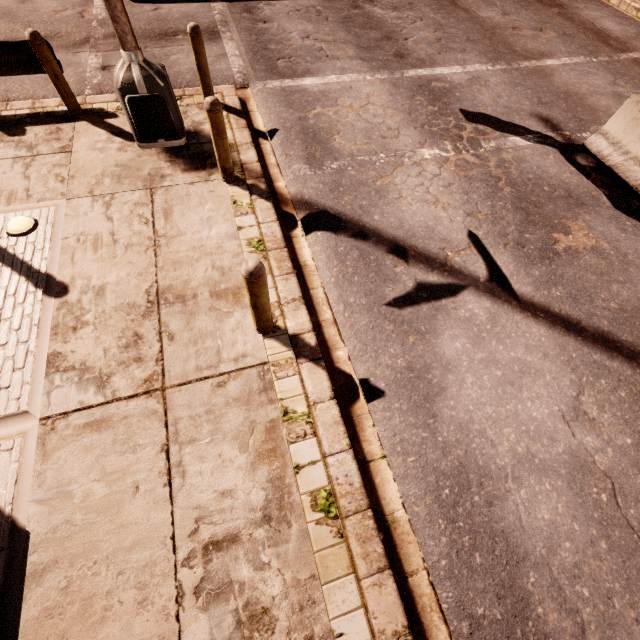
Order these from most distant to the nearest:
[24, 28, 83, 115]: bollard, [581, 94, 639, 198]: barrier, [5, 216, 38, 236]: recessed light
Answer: [581, 94, 639, 198]: barrier < [24, 28, 83, 115]: bollard < [5, 216, 38, 236]: recessed light

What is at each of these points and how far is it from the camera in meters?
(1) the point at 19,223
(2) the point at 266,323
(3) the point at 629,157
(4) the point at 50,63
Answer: (1) recessed light, 4.6
(2) bollard, 3.8
(3) barrier, 6.2
(4) bollard, 5.4

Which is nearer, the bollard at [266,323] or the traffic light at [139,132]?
the bollard at [266,323]

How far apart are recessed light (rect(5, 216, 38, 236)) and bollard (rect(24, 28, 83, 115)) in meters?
2.7 m

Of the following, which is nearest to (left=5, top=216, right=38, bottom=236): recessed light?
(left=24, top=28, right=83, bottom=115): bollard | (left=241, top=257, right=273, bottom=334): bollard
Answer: (left=24, top=28, right=83, bottom=115): bollard

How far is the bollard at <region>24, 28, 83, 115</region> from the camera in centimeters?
512cm

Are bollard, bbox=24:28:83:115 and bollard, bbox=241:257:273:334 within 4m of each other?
no

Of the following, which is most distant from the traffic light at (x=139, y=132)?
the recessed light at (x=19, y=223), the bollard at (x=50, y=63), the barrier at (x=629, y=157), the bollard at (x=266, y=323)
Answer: the barrier at (x=629, y=157)
